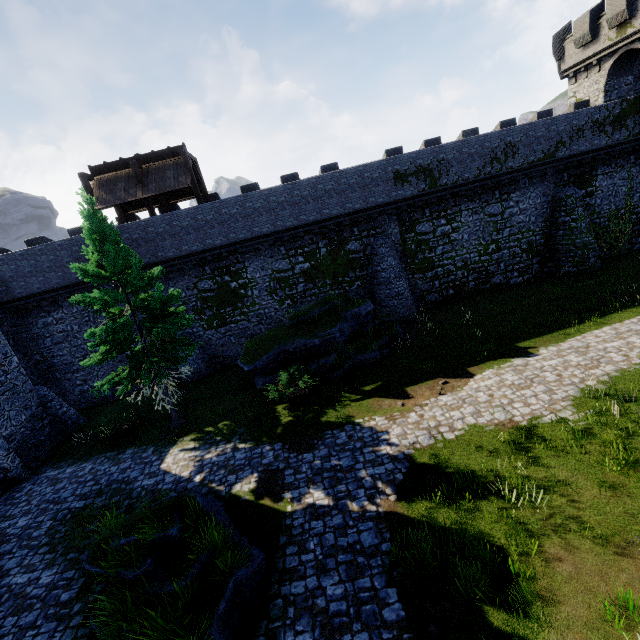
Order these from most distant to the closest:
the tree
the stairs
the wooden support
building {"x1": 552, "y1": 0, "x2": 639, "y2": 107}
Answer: building {"x1": 552, "y1": 0, "x2": 639, "y2": 107}, the wooden support, the stairs, the tree

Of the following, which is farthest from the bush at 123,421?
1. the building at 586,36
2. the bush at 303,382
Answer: the building at 586,36

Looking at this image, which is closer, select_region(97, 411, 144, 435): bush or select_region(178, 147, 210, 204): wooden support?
select_region(97, 411, 144, 435): bush

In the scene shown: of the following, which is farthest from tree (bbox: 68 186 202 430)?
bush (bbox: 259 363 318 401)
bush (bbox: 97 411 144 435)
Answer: bush (bbox: 259 363 318 401)

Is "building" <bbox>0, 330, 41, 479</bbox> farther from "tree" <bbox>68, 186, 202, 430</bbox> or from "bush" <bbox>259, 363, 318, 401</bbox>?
"bush" <bbox>259, 363, 318, 401</bbox>

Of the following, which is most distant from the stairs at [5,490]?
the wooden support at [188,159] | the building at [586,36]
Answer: the building at [586,36]

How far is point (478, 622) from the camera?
5.97m

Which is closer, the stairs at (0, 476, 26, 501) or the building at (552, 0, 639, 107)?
the stairs at (0, 476, 26, 501)
